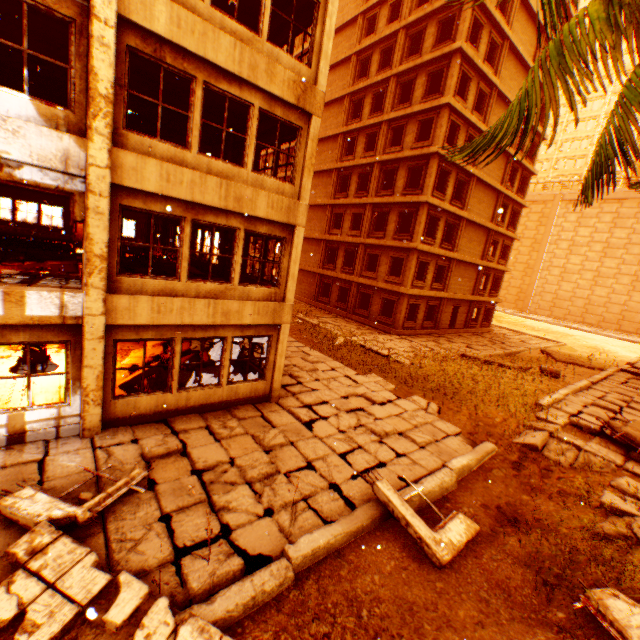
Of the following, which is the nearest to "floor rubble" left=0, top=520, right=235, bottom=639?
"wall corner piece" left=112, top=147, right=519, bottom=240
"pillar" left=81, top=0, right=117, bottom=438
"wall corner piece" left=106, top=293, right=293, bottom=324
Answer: "pillar" left=81, top=0, right=117, bottom=438

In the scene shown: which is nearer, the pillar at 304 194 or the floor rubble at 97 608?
the floor rubble at 97 608

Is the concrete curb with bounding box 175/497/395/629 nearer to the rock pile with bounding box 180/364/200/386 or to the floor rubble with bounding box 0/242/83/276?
the rock pile with bounding box 180/364/200/386

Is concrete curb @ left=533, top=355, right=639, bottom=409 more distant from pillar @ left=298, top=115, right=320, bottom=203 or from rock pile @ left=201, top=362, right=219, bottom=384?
rock pile @ left=201, top=362, right=219, bottom=384

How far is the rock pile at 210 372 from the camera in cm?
1026

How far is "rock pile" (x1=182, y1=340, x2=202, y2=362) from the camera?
10.7m

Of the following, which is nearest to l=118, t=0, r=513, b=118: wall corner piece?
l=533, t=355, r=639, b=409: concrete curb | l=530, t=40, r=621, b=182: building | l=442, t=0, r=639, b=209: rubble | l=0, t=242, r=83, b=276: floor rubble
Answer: l=442, t=0, r=639, b=209: rubble

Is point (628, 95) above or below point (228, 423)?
above
